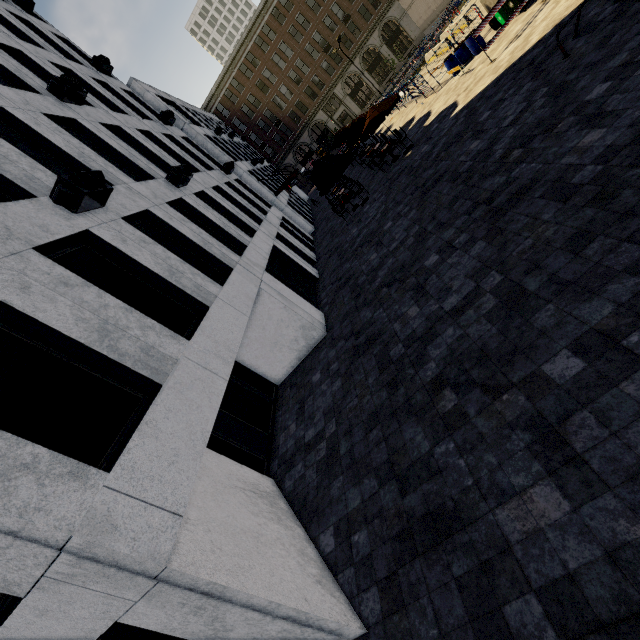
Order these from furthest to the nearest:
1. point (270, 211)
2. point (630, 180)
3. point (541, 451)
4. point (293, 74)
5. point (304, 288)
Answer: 1. point (293, 74)
2. point (270, 211)
3. point (304, 288)
4. point (630, 180)
5. point (541, 451)

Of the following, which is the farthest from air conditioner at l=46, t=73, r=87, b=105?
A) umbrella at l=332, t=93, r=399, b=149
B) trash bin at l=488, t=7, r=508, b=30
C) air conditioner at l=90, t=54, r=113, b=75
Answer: trash bin at l=488, t=7, r=508, b=30

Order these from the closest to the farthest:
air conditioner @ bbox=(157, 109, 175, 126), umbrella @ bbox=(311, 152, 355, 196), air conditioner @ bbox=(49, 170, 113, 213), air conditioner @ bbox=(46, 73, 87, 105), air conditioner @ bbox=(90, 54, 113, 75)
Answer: air conditioner @ bbox=(49, 170, 113, 213) < air conditioner @ bbox=(46, 73, 87, 105) < air conditioner @ bbox=(90, 54, 113, 75) < umbrella @ bbox=(311, 152, 355, 196) < air conditioner @ bbox=(157, 109, 175, 126)

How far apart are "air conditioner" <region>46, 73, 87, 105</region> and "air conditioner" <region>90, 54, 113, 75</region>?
7.9m

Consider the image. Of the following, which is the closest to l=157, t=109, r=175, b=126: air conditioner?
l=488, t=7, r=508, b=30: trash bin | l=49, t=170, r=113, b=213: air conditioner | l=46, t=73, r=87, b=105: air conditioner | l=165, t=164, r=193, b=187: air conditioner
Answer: l=46, t=73, r=87, b=105: air conditioner

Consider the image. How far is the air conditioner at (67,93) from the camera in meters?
9.8 m

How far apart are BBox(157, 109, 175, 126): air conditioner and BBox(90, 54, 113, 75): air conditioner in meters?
3.2

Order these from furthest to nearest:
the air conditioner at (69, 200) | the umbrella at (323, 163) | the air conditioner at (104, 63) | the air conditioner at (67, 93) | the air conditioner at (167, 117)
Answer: the air conditioner at (167, 117)
the umbrella at (323, 163)
the air conditioner at (104, 63)
the air conditioner at (67, 93)
the air conditioner at (69, 200)
